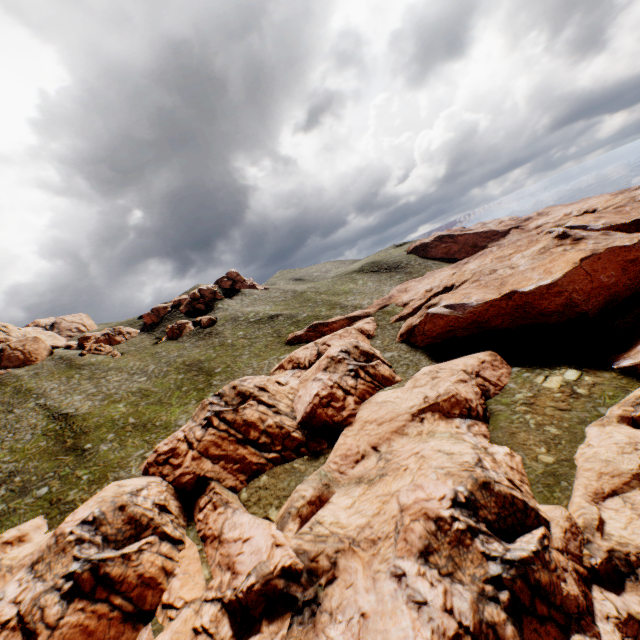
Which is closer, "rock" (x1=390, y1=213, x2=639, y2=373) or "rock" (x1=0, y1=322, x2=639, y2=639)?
"rock" (x1=0, y1=322, x2=639, y2=639)

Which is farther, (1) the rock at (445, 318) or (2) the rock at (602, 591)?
(1) the rock at (445, 318)

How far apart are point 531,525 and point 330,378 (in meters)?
24.16
